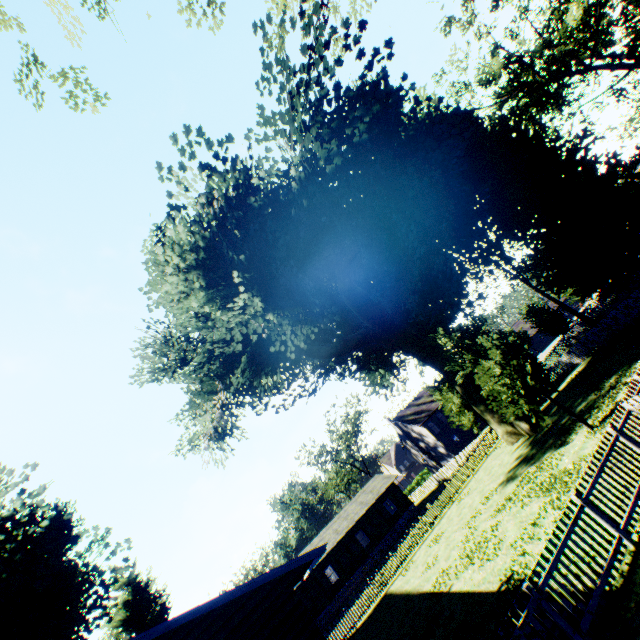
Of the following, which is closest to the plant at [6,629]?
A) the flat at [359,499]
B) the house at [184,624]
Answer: the house at [184,624]

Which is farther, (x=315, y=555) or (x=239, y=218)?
(x=239, y=218)

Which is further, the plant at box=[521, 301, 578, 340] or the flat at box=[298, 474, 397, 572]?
the flat at box=[298, 474, 397, 572]

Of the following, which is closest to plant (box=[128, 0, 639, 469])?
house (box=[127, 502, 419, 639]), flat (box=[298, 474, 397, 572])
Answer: house (box=[127, 502, 419, 639])

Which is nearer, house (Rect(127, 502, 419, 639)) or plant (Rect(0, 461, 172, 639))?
house (Rect(127, 502, 419, 639))

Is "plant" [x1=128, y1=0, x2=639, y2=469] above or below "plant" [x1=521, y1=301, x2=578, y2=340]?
above

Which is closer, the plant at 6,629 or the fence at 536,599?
the fence at 536,599

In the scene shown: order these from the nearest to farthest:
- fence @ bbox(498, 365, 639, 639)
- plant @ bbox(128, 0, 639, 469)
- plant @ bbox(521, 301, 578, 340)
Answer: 1. fence @ bbox(498, 365, 639, 639)
2. plant @ bbox(128, 0, 639, 469)
3. plant @ bbox(521, 301, 578, 340)
